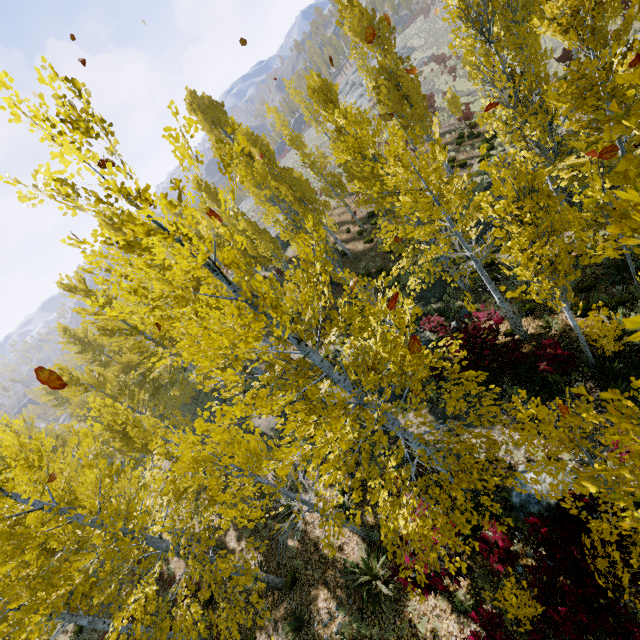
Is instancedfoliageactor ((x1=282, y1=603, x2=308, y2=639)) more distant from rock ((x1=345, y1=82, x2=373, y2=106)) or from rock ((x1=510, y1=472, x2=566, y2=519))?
rock ((x1=345, y1=82, x2=373, y2=106))

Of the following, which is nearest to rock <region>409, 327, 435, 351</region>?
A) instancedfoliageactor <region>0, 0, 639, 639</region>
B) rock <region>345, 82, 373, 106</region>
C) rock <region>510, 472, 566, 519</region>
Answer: instancedfoliageactor <region>0, 0, 639, 639</region>

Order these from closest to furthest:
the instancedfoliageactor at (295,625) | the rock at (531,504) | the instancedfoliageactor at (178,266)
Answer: the instancedfoliageactor at (178,266) → the rock at (531,504) → the instancedfoliageactor at (295,625)

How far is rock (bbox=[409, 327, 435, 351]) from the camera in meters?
13.8

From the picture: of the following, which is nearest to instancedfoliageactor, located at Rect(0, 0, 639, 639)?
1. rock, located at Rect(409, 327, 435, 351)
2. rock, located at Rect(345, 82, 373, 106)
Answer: rock, located at Rect(409, 327, 435, 351)

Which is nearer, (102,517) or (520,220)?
(520,220)

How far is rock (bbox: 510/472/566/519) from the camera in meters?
7.1 m

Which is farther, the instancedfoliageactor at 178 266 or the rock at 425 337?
the rock at 425 337
